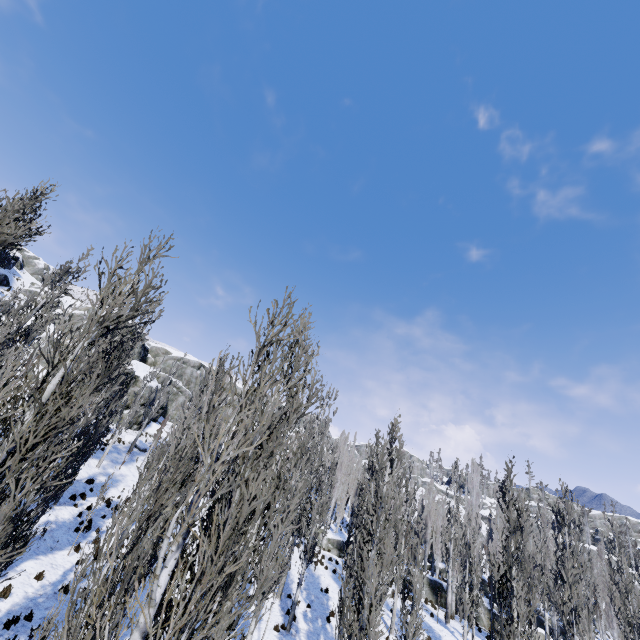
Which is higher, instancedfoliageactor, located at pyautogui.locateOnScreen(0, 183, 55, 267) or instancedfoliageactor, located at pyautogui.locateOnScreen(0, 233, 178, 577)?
instancedfoliageactor, located at pyautogui.locateOnScreen(0, 183, 55, 267)

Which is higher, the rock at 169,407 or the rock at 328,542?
the rock at 169,407

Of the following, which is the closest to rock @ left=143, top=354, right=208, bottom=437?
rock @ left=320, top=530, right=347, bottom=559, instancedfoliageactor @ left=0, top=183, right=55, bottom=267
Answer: instancedfoliageactor @ left=0, top=183, right=55, bottom=267

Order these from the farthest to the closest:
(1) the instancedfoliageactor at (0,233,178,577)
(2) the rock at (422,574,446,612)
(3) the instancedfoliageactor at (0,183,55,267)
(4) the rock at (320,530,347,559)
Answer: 1. (4) the rock at (320,530,347,559)
2. (2) the rock at (422,574,446,612)
3. (3) the instancedfoliageactor at (0,183,55,267)
4. (1) the instancedfoliageactor at (0,233,178,577)

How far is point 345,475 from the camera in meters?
40.2

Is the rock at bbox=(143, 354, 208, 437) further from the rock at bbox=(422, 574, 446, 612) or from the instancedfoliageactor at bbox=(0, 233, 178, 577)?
the rock at bbox=(422, 574, 446, 612)

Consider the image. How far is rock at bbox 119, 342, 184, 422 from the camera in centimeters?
3478cm

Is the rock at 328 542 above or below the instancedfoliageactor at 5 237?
below
